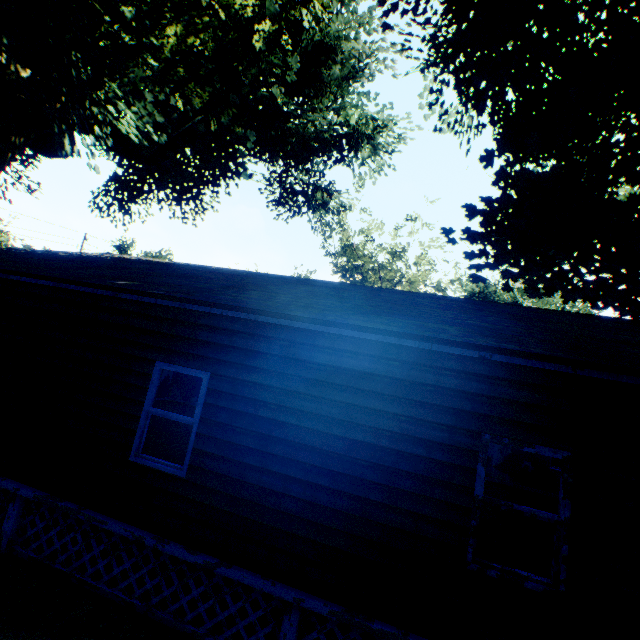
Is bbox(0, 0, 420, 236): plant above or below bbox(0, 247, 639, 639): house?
above

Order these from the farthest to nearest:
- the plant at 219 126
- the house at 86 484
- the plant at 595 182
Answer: the plant at 219 126, the plant at 595 182, the house at 86 484

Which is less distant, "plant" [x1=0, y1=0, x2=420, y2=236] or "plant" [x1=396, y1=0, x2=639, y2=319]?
"plant" [x1=396, y1=0, x2=639, y2=319]

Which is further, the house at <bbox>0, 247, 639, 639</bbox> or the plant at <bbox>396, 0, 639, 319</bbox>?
the plant at <bbox>396, 0, 639, 319</bbox>

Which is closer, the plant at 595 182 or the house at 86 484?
the house at 86 484

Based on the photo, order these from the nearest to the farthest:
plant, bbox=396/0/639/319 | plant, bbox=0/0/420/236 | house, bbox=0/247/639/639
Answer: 1. house, bbox=0/247/639/639
2. plant, bbox=396/0/639/319
3. plant, bbox=0/0/420/236

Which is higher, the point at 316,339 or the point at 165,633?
the point at 316,339
